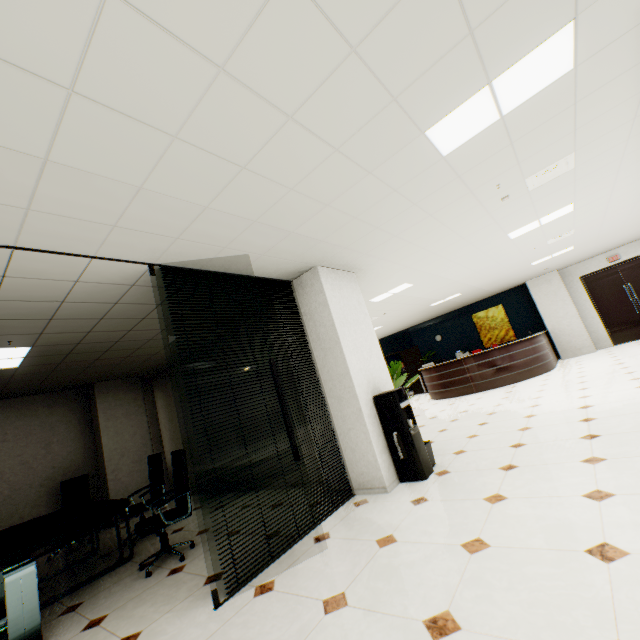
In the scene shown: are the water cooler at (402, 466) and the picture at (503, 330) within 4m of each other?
no

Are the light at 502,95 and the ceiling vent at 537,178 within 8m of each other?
yes

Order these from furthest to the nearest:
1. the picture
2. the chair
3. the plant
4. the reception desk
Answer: the picture → the reception desk → the chair → the plant

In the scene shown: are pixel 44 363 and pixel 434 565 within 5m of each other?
no

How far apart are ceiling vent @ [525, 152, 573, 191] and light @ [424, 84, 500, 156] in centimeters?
154cm

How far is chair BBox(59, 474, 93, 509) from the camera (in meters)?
6.04

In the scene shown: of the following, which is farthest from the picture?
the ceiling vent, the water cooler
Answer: the water cooler

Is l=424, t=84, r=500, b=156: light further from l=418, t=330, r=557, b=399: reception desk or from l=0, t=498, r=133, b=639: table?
l=418, t=330, r=557, b=399: reception desk
